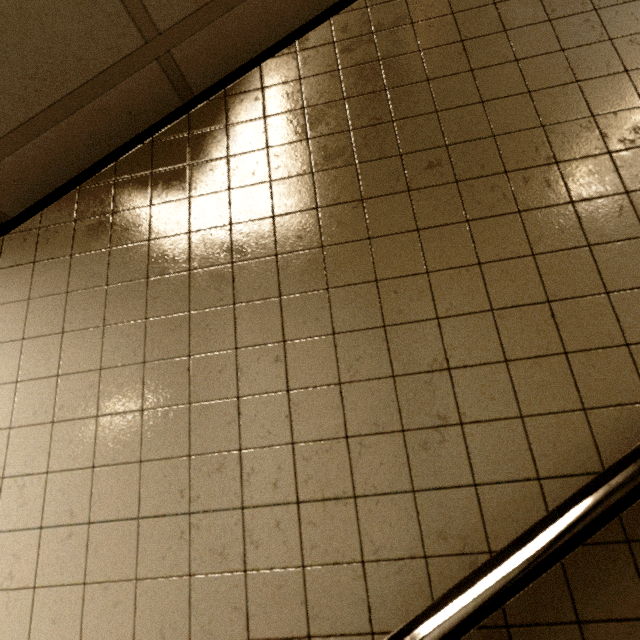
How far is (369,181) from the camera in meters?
1.1 m
